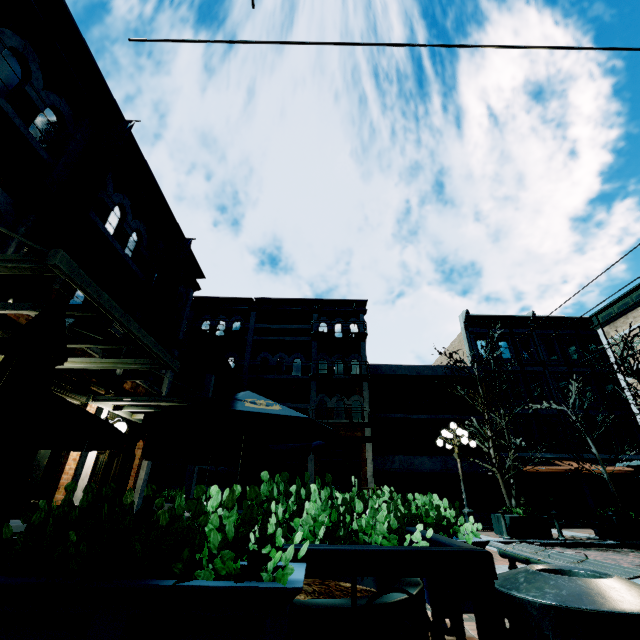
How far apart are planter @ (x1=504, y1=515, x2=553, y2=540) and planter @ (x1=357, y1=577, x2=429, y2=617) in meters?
12.3 m

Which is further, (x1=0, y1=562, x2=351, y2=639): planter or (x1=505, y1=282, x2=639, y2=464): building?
(x1=505, y1=282, x2=639, y2=464): building

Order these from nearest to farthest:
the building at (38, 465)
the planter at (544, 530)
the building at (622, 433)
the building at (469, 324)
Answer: the building at (38, 465) < the planter at (544, 530) < the building at (622, 433) < the building at (469, 324)

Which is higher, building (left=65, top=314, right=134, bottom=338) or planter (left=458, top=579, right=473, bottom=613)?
building (left=65, top=314, right=134, bottom=338)

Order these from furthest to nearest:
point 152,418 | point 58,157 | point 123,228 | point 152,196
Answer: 1. point 152,196
2. point 123,228
3. point 58,157
4. point 152,418

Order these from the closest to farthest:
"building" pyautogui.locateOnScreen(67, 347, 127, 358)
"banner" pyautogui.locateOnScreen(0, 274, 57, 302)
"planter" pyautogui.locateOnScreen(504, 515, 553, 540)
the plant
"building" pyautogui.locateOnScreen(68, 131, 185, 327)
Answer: the plant < "banner" pyautogui.locateOnScreen(0, 274, 57, 302) < "building" pyautogui.locateOnScreen(67, 347, 127, 358) < "building" pyautogui.locateOnScreen(68, 131, 185, 327) < "planter" pyautogui.locateOnScreen(504, 515, 553, 540)

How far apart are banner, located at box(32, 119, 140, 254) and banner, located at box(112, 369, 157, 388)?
3.9 meters

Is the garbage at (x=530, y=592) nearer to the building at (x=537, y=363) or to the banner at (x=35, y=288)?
the banner at (x=35, y=288)
